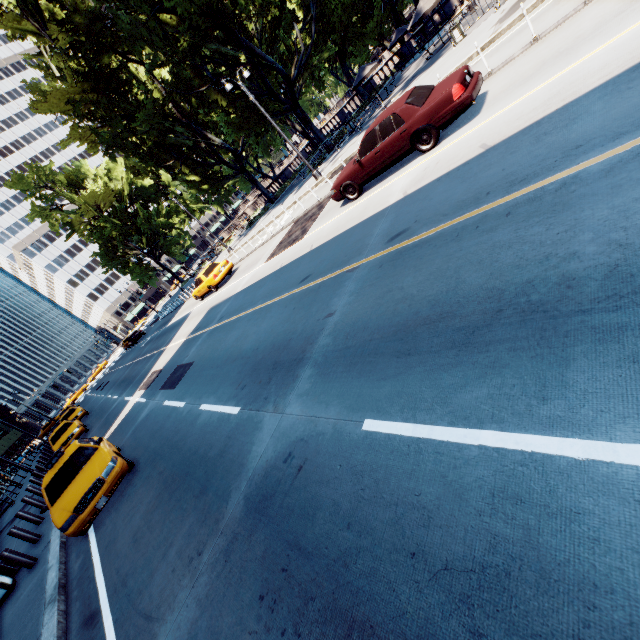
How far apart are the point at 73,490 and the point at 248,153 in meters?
35.2 m

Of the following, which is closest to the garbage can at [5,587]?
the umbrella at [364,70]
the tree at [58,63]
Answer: the tree at [58,63]

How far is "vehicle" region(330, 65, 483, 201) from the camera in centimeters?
791cm

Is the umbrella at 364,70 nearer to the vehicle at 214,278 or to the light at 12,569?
the vehicle at 214,278

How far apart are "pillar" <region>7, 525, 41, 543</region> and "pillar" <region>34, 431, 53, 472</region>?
17.24m

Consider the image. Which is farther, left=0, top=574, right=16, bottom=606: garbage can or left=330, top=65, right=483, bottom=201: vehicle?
left=0, top=574, right=16, bottom=606: garbage can

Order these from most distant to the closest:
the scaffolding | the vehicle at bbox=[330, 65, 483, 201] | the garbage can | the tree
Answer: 1. the scaffolding
2. the tree
3. the garbage can
4. the vehicle at bbox=[330, 65, 483, 201]

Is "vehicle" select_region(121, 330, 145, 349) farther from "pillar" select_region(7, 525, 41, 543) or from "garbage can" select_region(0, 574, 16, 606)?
"garbage can" select_region(0, 574, 16, 606)
